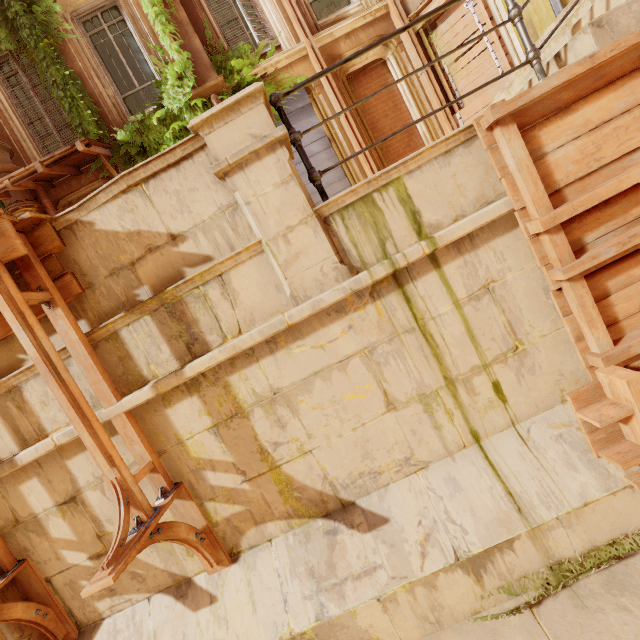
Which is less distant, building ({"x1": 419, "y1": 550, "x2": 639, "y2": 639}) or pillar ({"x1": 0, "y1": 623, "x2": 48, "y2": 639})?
building ({"x1": 419, "y1": 550, "x2": 639, "y2": 639})

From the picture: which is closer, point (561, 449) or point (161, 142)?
point (561, 449)

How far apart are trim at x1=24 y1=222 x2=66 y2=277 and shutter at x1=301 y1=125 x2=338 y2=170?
5.9m

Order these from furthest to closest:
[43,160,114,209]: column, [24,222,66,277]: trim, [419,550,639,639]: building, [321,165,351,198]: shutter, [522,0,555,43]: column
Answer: [321,165,351,198]: shutter < [43,160,114,209]: column < [522,0,555,43]: column < [24,222,66,277]: trim < [419,550,639,639]: building

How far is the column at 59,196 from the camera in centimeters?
751cm

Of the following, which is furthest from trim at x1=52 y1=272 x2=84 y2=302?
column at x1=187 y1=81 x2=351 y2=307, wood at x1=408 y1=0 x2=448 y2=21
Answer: wood at x1=408 y1=0 x2=448 y2=21

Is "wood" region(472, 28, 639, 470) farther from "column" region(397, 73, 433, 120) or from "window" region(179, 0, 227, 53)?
"window" region(179, 0, 227, 53)

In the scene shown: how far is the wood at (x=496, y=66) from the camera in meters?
7.0 m
